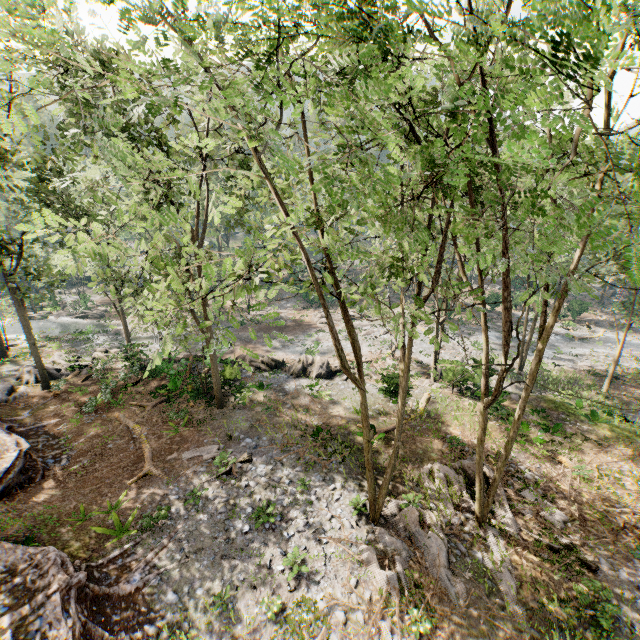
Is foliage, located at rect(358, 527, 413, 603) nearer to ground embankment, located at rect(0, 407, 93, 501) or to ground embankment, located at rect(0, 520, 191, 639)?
ground embankment, located at rect(0, 407, 93, 501)

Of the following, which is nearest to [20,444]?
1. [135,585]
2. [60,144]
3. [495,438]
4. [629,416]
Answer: [135,585]

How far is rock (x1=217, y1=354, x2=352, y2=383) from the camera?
25.22m

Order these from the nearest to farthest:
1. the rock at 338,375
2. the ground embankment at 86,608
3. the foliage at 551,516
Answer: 1. the ground embankment at 86,608
2. the foliage at 551,516
3. the rock at 338,375

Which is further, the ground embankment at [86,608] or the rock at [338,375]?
the rock at [338,375]

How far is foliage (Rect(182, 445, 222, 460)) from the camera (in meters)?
16.69

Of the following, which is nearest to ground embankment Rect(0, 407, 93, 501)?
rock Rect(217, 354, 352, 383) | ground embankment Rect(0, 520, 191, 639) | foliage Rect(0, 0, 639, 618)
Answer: foliage Rect(0, 0, 639, 618)
